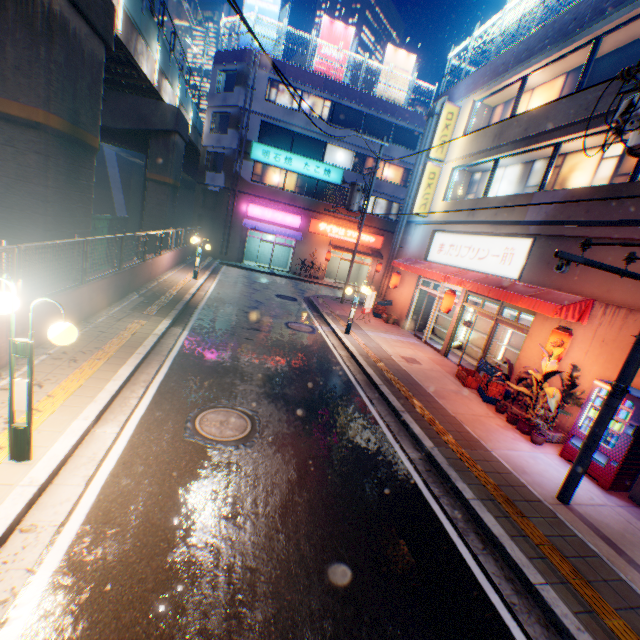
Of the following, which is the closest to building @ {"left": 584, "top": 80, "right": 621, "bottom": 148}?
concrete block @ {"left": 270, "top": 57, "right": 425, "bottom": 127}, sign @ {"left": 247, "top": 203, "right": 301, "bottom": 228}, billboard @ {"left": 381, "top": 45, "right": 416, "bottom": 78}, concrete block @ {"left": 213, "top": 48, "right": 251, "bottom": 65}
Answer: concrete block @ {"left": 270, "top": 57, "right": 425, "bottom": 127}

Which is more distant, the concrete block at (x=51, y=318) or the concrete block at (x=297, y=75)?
the concrete block at (x=297, y=75)

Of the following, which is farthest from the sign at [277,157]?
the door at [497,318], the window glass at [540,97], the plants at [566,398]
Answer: the plants at [566,398]

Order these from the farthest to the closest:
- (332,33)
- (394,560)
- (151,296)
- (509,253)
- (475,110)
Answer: (332,33), (475,110), (151,296), (509,253), (394,560)

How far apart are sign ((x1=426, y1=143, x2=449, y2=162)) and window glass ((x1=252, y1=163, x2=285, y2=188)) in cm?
1354

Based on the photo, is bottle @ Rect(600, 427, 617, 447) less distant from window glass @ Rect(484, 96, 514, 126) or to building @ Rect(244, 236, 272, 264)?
window glass @ Rect(484, 96, 514, 126)

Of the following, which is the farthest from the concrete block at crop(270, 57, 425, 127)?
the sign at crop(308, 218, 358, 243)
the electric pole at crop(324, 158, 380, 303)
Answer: the electric pole at crop(324, 158, 380, 303)

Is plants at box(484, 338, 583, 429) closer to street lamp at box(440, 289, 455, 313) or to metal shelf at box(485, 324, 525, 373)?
metal shelf at box(485, 324, 525, 373)
